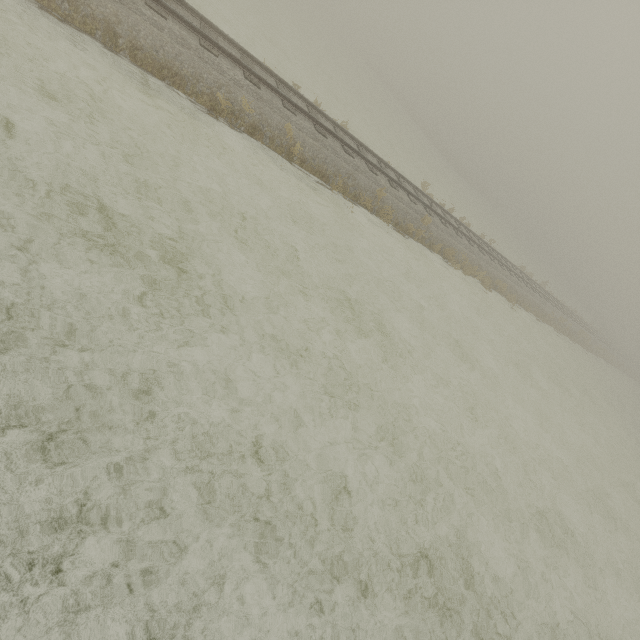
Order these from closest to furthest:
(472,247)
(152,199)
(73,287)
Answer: (73,287) → (152,199) → (472,247)
